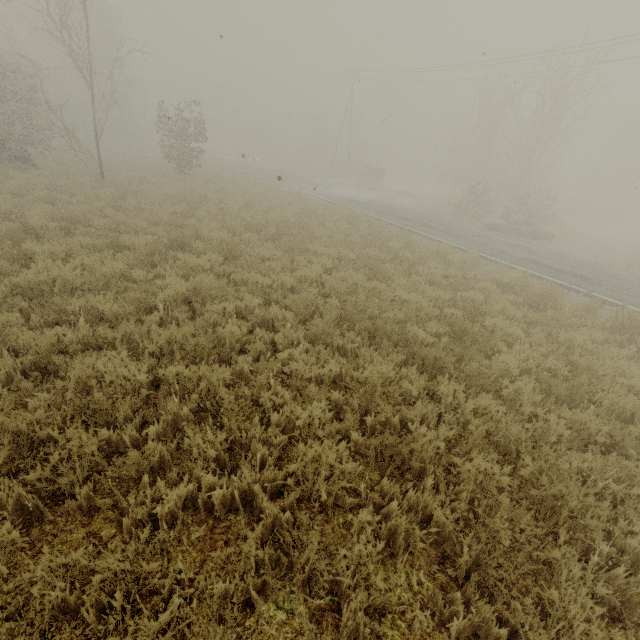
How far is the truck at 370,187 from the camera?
30.3 meters

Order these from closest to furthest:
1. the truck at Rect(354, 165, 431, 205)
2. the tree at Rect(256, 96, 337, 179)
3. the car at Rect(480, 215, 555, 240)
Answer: the car at Rect(480, 215, 555, 240)
the truck at Rect(354, 165, 431, 205)
the tree at Rect(256, 96, 337, 179)

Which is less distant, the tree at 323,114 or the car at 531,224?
the car at 531,224

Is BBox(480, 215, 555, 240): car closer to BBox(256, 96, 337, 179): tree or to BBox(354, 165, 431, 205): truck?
BBox(354, 165, 431, 205): truck

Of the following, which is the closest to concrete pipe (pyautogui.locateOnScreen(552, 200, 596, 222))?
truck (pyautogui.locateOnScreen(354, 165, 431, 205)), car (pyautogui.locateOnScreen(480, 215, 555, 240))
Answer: truck (pyautogui.locateOnScreen(354, 165, 431, 205))

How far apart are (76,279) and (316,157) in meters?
55.4 m

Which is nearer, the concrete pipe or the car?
the car

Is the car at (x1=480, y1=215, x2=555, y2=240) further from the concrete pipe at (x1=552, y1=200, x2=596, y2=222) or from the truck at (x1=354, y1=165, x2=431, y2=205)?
the concrete pipe at (x1=552, y1=200, x2=596, y2=222)
